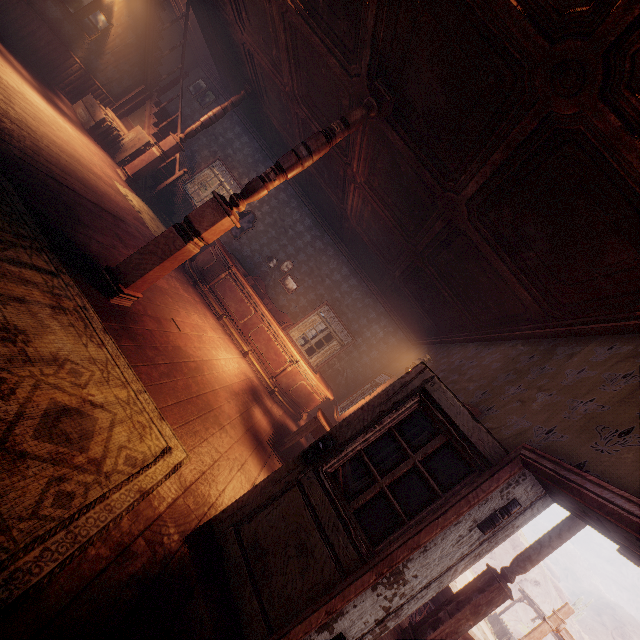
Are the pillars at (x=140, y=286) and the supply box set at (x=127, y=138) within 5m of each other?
no

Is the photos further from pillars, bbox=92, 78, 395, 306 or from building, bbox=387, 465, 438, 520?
pillars, bbox=92, 78, 395, 306

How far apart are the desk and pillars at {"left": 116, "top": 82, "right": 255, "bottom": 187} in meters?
3.5

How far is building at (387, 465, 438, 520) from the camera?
2.5 meters

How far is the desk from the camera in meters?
9.6

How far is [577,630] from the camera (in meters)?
49.97

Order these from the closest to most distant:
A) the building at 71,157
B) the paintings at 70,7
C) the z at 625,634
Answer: the building at 71,157 → the paintings at 70,7 → the z at 625,634

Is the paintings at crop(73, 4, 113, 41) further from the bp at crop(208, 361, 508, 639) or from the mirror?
the bp at crop(208, 361, 508, 639)
